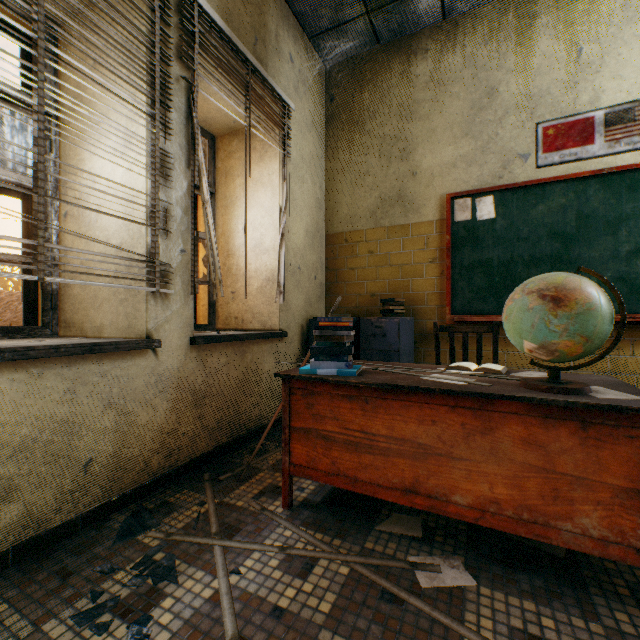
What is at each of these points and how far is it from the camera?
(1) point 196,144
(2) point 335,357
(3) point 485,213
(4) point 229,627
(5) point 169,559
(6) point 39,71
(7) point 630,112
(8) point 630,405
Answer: (1) blinds, 2.01m
(2) book, 1.61m
(3) paper, 3.07m
(4) blinds, 1.01m
(5) glass debris, 1.29m
(6) blinds, 1.30m
(7) banner, 2.61m
(8) desk, 1.01m

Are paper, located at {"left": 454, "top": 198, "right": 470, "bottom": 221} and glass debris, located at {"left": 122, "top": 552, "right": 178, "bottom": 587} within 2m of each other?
no

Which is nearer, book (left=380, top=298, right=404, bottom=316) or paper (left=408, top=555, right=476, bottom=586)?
paper (left=408, top=555, right=476, bottom=586)

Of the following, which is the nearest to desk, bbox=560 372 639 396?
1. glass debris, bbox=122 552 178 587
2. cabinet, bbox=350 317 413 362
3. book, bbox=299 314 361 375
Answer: book, bbox=299 314 361 375

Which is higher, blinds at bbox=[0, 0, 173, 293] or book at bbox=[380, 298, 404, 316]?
blinds at bbox=[0, 0, 173, 293]

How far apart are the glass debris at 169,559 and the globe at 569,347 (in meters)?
1.57

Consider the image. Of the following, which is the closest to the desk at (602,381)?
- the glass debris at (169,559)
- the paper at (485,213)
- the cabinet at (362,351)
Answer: the glass debris at (169,559)

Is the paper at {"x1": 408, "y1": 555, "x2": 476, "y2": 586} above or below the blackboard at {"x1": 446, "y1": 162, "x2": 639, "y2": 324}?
below
